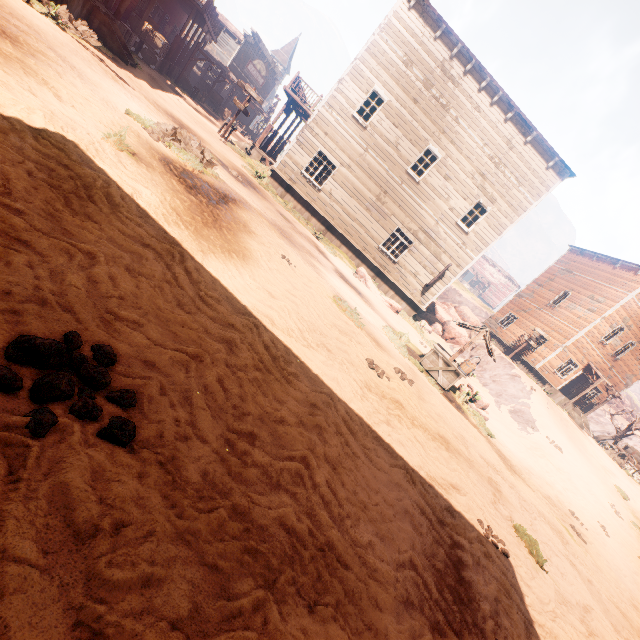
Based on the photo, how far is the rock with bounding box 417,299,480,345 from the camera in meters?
23.6

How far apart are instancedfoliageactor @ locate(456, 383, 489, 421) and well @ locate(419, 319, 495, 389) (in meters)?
0.82

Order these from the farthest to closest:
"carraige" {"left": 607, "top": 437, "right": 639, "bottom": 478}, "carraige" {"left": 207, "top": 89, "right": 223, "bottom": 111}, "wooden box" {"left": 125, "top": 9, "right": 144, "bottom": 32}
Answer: "carraige" {"left": 207, "top": 89, "right": 223, "bottom": 111} < "carraige" {"left": 607, "top": 437, "right": 639, "bottom": 478} < "wooden box" {"left": 125, "top": 9, "right": 144, "bottom": 32}

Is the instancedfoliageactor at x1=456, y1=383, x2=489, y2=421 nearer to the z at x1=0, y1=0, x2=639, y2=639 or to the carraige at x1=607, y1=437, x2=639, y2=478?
the z at x1=0, y1=0, x2=639, y2=639

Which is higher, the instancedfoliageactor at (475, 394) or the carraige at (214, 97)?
the carraige at (214, 97)

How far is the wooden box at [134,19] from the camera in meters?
19.1 m

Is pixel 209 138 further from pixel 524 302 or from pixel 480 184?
pixel 524 302
